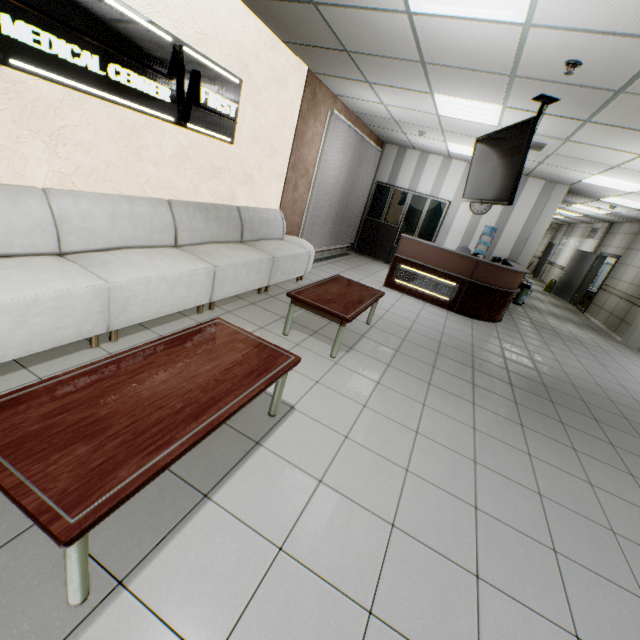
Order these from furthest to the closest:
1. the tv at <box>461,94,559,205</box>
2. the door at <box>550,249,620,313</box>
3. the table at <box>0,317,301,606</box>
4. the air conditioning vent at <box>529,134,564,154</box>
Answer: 1. the door at <box>550,249,620,313</box>
2. the air conditioning vent at <box>529,134,564,154</box>
3. the tv at <box>461,94,559,205</box>
4. the table at <box>0,317,301,606</box>

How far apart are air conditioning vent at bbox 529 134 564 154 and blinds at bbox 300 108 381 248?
2.9 meters

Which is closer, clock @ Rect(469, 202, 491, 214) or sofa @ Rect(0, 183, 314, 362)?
sofa @ Rect(0, 183, 314, 362)

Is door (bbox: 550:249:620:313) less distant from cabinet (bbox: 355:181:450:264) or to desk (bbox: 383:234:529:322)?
desk (bbox: 383:234:529:322)

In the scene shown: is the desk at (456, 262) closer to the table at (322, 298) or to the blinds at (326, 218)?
the blinds at (326, 218)

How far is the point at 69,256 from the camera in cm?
272

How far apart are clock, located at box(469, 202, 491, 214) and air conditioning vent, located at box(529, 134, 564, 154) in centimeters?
296cm

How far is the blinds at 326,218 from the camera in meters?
6.6 m
